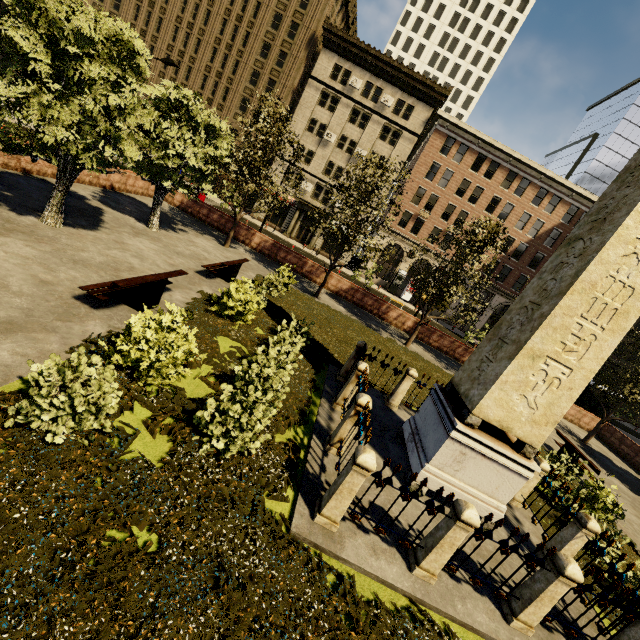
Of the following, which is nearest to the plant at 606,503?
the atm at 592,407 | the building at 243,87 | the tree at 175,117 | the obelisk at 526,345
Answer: the tree at 175,117

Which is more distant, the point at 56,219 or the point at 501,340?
the point at 56,219

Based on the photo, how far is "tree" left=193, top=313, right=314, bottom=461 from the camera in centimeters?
502cm

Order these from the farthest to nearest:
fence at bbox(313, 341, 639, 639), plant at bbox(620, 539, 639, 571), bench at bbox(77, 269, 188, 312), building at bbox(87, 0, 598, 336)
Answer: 1. building at bbox(87, 0, 598, 336)
2. plant at bbox(620, 539, 639, 571)
3. bench at bbox(77, 269, 188, 312)
4. fence at bbox(313, 341, 639, 639)

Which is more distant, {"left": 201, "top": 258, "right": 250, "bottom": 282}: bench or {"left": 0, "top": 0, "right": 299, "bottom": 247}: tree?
{"left": 201, "top": 258, "right": 250, "bottom": 282}: bench

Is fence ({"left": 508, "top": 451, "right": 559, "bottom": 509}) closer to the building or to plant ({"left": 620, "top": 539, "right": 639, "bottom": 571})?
plant ({"left": 620, "top": 539, "right": 639, "bottom": 571})

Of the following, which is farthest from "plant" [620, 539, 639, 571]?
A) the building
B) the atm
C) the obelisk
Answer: the building

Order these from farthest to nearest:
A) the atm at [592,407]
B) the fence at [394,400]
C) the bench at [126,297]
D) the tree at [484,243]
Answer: the atm at [592,407] < the tree at [484,243] < the fence at [394,400] < the bench at [126,297]
